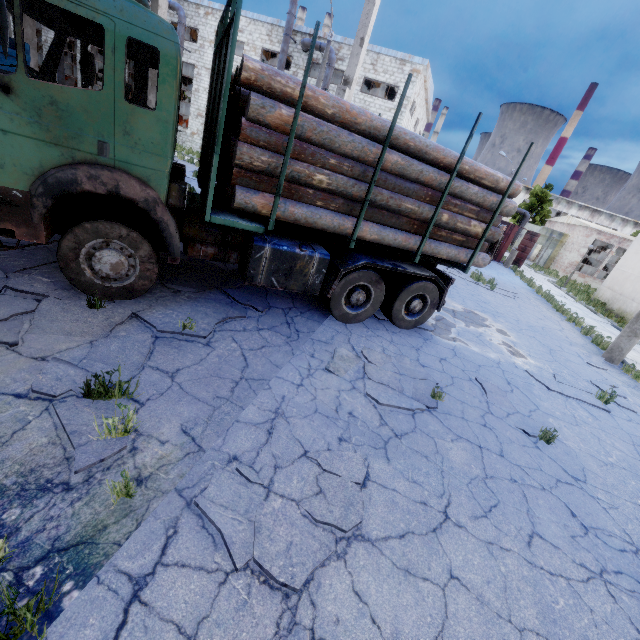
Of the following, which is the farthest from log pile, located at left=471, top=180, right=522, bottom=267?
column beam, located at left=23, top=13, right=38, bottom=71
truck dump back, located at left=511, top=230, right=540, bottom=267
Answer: truck dump back, located at left=511, top=230, right=540, bottom=267

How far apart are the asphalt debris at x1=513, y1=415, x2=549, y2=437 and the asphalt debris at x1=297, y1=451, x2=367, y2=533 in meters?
3.2

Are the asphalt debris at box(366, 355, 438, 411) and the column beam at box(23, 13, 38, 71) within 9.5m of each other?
no

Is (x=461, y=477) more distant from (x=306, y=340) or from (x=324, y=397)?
(x=306, y=340)

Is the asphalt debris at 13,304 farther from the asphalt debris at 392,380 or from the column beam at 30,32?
Result: the column beam at 30,32

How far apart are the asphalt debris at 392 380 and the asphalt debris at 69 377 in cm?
268

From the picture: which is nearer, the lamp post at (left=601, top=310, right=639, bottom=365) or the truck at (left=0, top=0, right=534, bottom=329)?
the truck at (left=0, top=0, right=534, bottom=329)

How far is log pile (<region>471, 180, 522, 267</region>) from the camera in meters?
6.3
